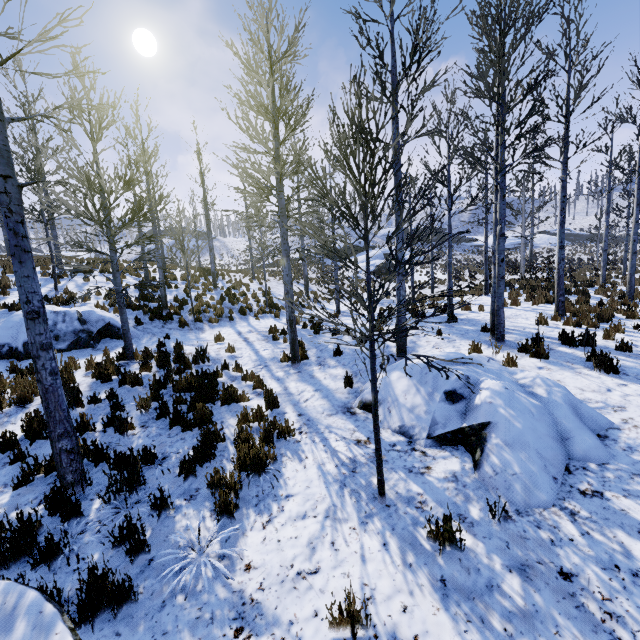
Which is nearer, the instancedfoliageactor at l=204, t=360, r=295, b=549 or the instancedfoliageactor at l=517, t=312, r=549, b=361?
the instancedfoliageactor at l=204, t=360, r=295, b=549

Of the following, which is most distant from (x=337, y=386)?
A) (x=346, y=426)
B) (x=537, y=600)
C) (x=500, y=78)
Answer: (x=500, y=78)

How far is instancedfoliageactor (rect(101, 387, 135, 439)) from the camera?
5.5 meters

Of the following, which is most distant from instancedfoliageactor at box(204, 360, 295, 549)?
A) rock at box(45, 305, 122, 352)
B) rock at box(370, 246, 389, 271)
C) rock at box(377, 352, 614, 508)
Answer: rock at box(370, 246, 389, 271)

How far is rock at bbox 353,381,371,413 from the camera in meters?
6.0 m

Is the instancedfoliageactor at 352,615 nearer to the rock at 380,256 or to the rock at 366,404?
the rock at 366,404

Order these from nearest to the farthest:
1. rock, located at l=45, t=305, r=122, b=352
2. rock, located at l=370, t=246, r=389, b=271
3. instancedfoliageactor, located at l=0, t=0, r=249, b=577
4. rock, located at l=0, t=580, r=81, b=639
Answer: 1. rock, located at l=0, t=580, r=81, b=639
2. instancedfoliageactor, located at l=0, t=0, r=249, b=577
3. rock, located at l=45, t=305, r=122, b=352
4. rock, located at l=370, t=246, r=389, b=271

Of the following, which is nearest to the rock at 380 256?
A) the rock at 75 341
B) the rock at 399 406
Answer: the rock at 75 341
